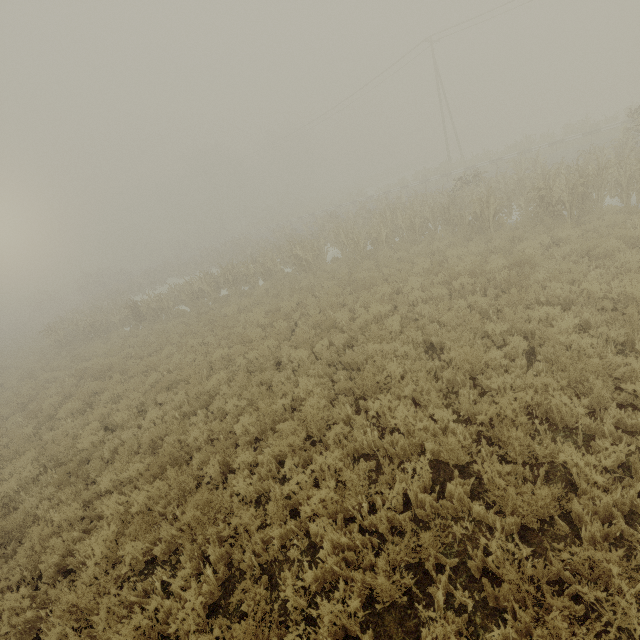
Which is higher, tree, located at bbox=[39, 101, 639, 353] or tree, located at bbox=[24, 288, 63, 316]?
tree, located at bbox=[24, 288, 63, 316]

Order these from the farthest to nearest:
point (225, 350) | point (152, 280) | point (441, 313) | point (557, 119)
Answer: point (557, 119) → point (152, 280) → point (225, 350) → point (441, 313)

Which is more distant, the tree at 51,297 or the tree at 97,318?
the tree at 51,297

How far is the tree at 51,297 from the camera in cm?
4647

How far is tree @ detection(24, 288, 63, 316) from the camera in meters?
46.5

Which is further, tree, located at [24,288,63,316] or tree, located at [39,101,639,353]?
tree, located at [24,288,63,316]
